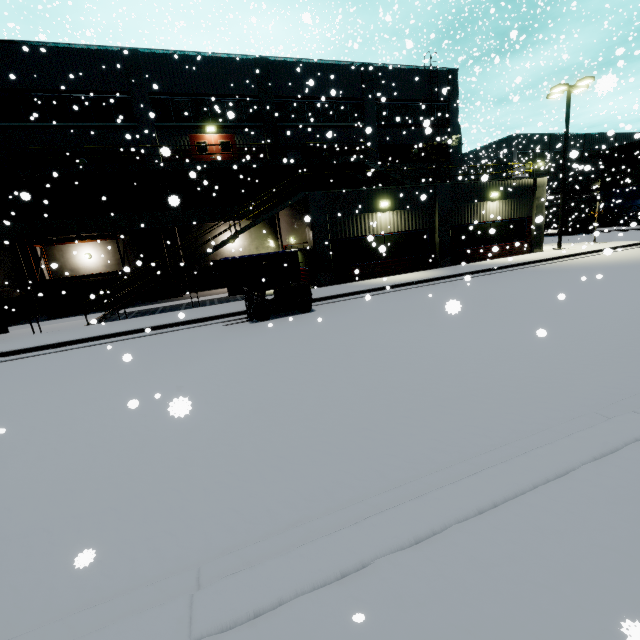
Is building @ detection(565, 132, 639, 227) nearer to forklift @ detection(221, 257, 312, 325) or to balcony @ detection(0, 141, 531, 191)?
balcony @ detection(0, 141, 531, 191)

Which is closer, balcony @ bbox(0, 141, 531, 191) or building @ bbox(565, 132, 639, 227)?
balcony @ bbox(0, 141, 531, 191)

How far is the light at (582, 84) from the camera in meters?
19.3 m

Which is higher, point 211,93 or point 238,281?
point 211,93

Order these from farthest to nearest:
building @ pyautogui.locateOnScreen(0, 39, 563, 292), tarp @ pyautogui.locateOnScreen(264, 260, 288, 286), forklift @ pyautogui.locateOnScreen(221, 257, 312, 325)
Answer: building @ pyautogui.locateOnScreen(0, 39, 563, 292), tarp @ pyautogui.locateOnScreen(264, 260, 288, 286), forklift @ pyautogui.locateOnScreen(221, 257, 312, 325)

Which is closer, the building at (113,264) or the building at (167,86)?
the building at (167,86)

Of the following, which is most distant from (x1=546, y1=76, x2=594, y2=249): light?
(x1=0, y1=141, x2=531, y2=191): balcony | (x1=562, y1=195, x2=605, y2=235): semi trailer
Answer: (x1=562, y1=195, x2=605, y2=235): semi trailer

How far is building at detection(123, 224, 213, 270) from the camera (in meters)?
21.34
